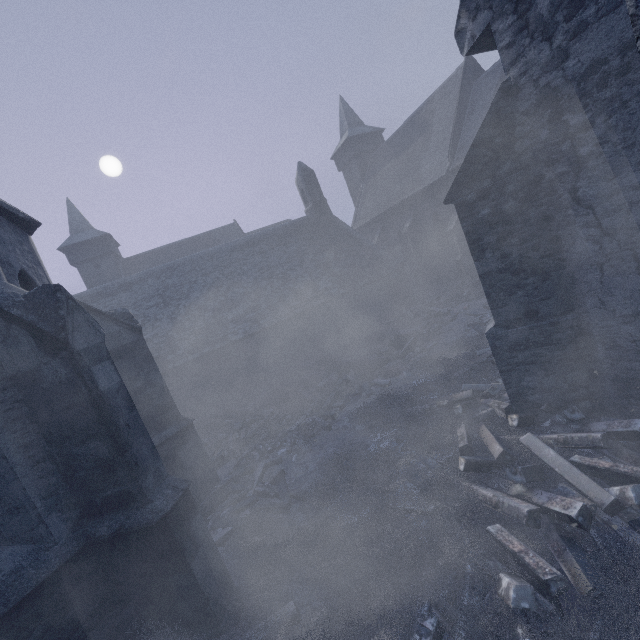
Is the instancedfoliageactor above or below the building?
below

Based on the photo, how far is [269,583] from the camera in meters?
5.2 m

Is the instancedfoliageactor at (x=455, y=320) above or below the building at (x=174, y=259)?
below
